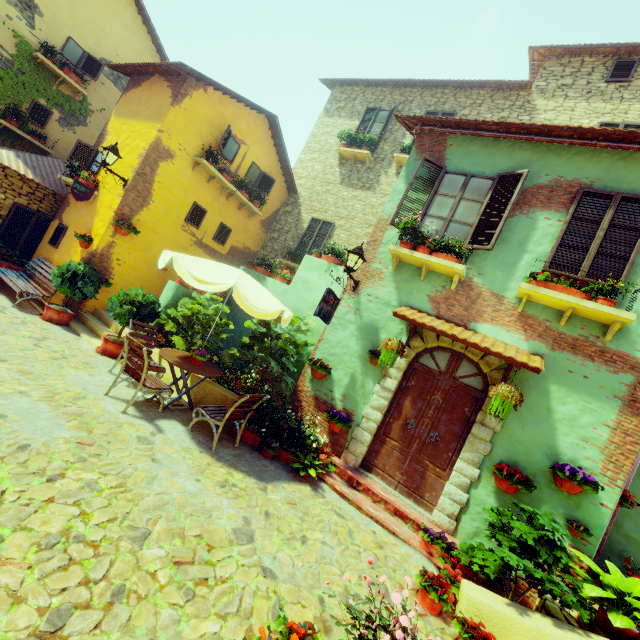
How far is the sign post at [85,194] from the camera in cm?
805

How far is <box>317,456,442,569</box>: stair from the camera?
5.12m

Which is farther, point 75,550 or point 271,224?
point 271,224

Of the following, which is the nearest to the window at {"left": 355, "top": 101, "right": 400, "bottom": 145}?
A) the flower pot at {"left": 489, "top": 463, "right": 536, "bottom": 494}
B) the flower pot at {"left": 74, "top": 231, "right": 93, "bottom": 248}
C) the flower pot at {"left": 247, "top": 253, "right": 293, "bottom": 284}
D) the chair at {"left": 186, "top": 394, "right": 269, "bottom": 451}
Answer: → the flower pot at {"left": 247, "top": 253, "right": 293, "bottom": 284}

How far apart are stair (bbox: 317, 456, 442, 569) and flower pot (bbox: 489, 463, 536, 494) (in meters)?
1.10

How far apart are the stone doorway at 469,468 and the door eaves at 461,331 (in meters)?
0.02

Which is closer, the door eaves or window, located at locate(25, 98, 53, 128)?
the door eaves

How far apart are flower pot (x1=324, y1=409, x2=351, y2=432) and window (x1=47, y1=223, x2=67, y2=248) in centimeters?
921cm
